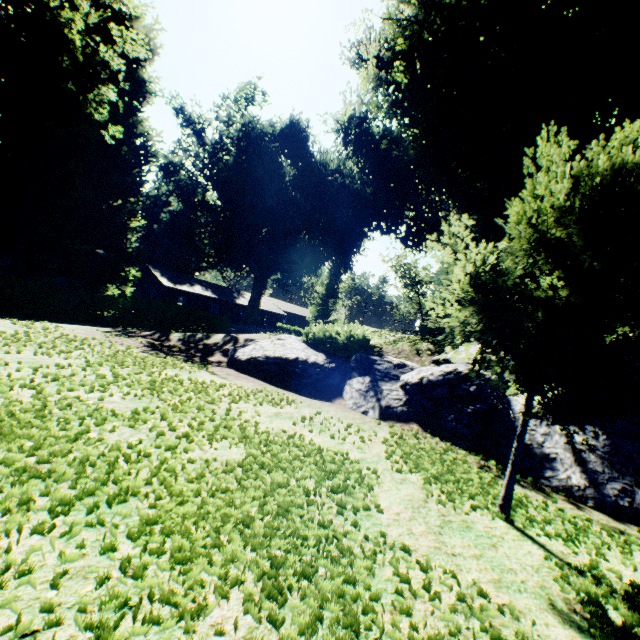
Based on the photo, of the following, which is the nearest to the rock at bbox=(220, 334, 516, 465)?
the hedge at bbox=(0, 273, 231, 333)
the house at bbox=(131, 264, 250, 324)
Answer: the hedge at bbox=(0, 273, 231, 333)

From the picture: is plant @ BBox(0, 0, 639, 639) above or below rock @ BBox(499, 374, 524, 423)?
above

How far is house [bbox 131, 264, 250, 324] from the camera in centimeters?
4072cm

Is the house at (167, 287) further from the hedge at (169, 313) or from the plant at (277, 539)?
the hedge at (169, 313)

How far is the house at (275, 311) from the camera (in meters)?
52.46

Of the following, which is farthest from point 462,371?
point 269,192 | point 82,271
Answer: point 269,192

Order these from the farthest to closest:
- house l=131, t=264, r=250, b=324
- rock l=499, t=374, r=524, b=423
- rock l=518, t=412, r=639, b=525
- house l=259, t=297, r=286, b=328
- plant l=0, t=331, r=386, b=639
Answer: house l=259, t=297, r=286, b=328 → house l=131, t=264, r=250, b=324 → rock l=499, t=374, r=524, b=423 → rock l=518, t=412, r=639, b=525 → plant l=0, t=331, r=386, b=639

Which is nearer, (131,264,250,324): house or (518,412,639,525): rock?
(518,412,639,525): rock
